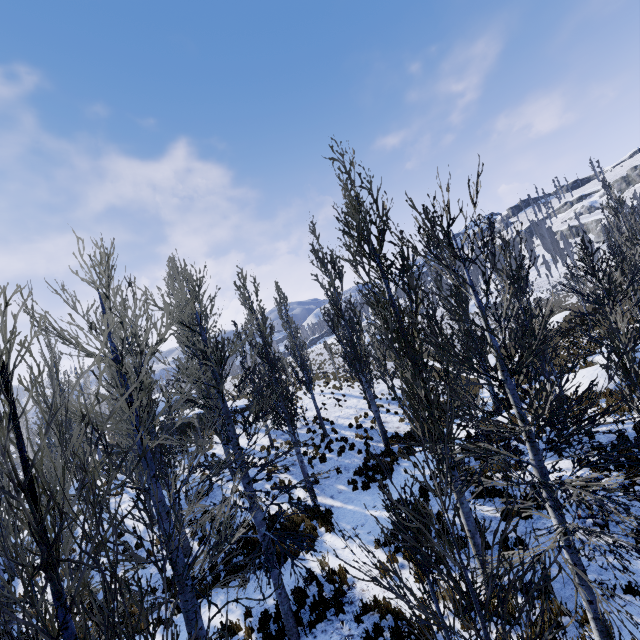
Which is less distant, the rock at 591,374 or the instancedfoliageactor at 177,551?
the instancedfoliageactor at 177,551

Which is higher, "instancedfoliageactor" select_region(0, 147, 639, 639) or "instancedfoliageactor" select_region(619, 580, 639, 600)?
"instancedfoliageactor" select_region(0, 147, 639, 639)

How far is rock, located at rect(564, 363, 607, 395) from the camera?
14.9 meters

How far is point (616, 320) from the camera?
6.5 meters

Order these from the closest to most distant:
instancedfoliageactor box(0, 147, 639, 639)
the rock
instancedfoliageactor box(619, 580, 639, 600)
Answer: instancedfoliageactor box(0, 147, 639, 639)
instancedfoliageactor box(619, 580, 639, 600)
the rock

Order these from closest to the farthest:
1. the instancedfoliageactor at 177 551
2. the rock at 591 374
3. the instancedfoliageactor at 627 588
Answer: the instancedfoliageactor at 177 551
the instancedfoliageactor at 627 588
the rock at 591 374

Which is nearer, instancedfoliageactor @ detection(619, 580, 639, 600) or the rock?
instancedfoliageactor @ detection(619, 580, 639, 600)

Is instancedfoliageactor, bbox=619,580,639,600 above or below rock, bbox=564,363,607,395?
below
